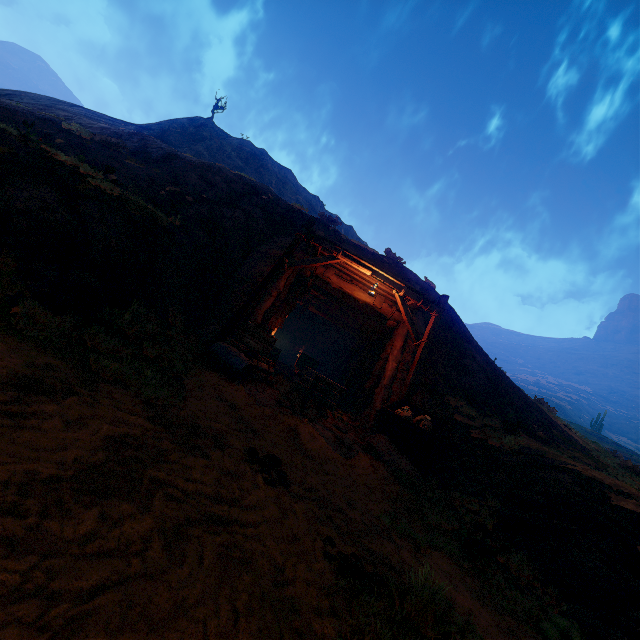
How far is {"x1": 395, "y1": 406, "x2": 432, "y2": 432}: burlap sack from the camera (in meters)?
8.02

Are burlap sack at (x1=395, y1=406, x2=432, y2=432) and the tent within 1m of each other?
no

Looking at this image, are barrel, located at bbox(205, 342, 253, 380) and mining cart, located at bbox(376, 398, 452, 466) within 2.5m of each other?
no

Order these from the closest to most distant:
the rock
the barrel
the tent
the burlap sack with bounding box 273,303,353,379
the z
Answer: the z < the rock < the barrel < the tent < the burlap sack with bounding box 273,303,353,379

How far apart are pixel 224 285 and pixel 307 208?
7.32m

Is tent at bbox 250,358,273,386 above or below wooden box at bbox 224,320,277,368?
below

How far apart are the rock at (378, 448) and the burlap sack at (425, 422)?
0.3 meters

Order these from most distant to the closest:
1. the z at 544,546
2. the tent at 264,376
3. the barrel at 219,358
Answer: the tent at 264,376 < the barrel at 219,358 < the z at 544,546
